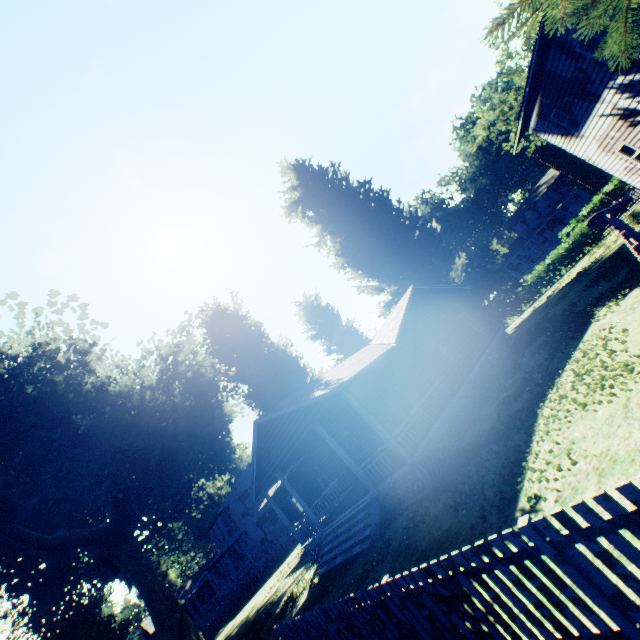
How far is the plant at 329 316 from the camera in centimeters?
3247cm

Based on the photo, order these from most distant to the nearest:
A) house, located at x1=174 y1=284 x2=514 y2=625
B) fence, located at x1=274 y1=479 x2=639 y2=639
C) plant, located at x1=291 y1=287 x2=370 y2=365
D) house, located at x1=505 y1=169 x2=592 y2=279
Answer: house, located at x1=505 y1=169 x2=592 y2=279 → plant, located at x1=291 y1=287 x2=370 y2=365 → house, located at x1=174 y1=284 x2=514 y2=625 → fence, located at x1=274 y1=479 x2=639 y2=639

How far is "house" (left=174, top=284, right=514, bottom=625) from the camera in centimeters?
1212cm

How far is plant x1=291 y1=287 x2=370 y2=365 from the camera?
32.47m

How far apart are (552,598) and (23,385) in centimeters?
2372cm

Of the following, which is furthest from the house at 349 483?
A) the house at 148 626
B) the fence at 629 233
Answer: the house at 148 626

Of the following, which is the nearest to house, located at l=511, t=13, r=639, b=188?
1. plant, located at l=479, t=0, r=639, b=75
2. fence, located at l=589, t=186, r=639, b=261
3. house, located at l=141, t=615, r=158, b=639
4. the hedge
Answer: plant, located at l=479, t=0, r=639, b=75

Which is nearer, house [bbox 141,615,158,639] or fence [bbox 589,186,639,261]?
fence [bbox 589,186,639,261]
